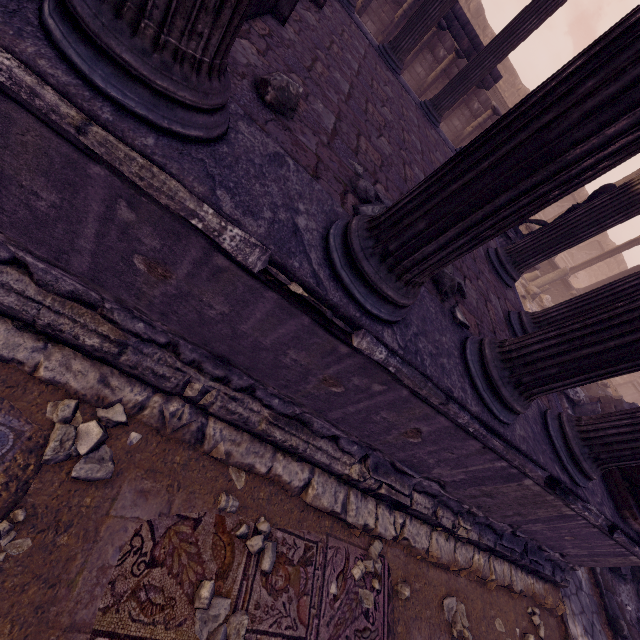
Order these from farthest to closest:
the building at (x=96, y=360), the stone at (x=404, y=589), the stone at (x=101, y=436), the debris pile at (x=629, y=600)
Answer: the debris pile at (x=629, y=600), the stone at (x=404, y=589), the stone at (x=101, y=436), the building at (x=96, y=360)

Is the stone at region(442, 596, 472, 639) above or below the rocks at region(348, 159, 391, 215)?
below

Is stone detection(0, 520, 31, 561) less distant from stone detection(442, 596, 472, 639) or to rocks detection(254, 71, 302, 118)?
rocks detection(254, 71, 302, 118)

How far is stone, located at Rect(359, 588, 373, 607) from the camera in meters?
2.8

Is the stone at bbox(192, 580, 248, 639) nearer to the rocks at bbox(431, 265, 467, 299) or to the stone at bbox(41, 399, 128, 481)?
the stone at bbox(41, 399, 128, 481)

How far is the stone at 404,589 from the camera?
3.1m

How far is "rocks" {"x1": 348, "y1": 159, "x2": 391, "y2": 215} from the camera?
2.3m

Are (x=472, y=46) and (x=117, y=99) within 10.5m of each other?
no
